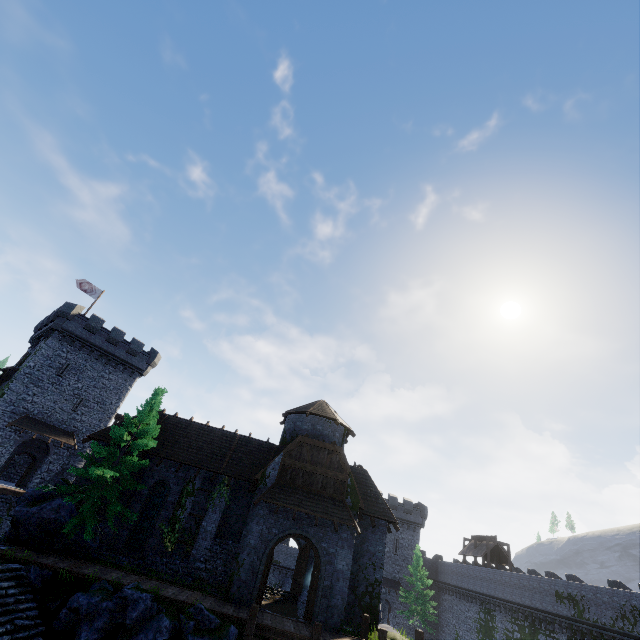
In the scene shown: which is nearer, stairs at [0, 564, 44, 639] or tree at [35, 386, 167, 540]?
stairs at [0, 564, 44, 639]

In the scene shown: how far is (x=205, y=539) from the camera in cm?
2008

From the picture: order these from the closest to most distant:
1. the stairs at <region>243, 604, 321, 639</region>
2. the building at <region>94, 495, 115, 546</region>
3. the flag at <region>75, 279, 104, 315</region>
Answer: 1. the stairs at <region>243, 604, 321, 639</region>
2. the building at <region>94, 495, 115, 546</region>
3. the flag at <region>75, 279, 104, 315</region>

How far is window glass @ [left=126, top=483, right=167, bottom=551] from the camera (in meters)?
19.92

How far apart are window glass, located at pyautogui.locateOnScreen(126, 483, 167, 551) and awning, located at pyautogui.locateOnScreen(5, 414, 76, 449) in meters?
17.2 m

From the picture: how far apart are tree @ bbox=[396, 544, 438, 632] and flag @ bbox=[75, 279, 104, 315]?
50.7m

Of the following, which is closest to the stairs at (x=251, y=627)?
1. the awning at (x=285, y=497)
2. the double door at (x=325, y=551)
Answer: the double door at (x=325, y=551)

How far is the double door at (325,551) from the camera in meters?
16.9 m
